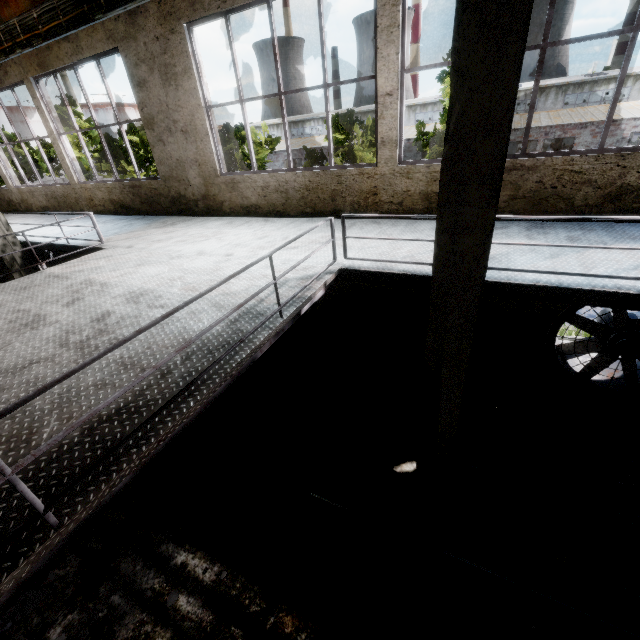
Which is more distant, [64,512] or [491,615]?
[491,615]

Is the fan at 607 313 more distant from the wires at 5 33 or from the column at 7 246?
the column at 7 246

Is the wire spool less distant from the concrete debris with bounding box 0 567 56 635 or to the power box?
the power box

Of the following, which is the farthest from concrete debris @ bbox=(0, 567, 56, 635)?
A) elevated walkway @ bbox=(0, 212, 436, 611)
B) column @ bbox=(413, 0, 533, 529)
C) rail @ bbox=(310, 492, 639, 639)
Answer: column @ bbox=(413, 0, 533, 529)

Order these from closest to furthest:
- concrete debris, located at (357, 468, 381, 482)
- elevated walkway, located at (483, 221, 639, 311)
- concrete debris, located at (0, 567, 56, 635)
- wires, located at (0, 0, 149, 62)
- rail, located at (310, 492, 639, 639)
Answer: elevated walkway, located at (483, 221, 639, 311) < rail, located at (310, 492, 639, 639) < concrete debris, located at (0, 567, 56, 635) < concrete debris, located at (357, 468, 381, 482) < wires, located at (0, 0, 149, 62)

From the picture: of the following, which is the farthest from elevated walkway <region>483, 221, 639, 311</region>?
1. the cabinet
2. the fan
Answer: the cabinet

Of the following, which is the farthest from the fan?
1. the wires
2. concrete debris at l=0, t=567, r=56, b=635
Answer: concrete debris at l=0, t=567, r=56, b=635

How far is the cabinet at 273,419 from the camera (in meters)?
6.72
